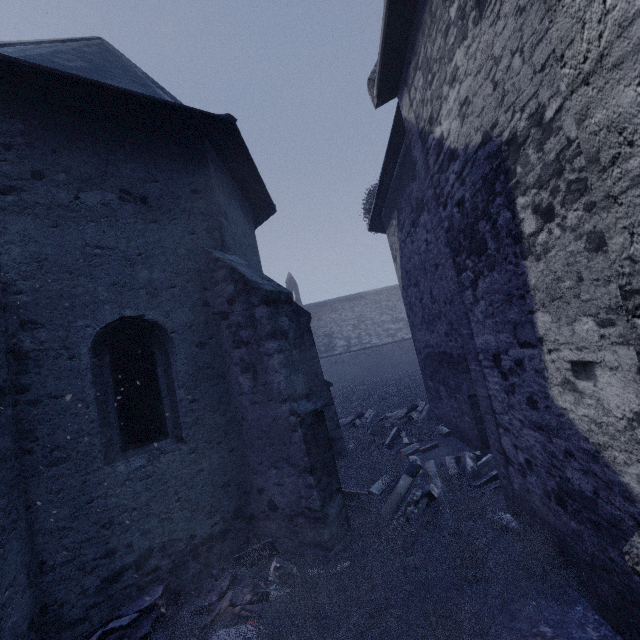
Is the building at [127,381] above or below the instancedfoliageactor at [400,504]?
above

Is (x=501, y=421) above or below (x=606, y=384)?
below

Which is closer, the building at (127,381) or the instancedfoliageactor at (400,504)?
the building at (127,381)

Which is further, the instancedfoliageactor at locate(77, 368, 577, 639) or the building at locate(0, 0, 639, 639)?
the instancedfoliageactor at locate(77, 368, 577, 639)

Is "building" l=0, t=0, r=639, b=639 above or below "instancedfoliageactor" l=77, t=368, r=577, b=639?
above
